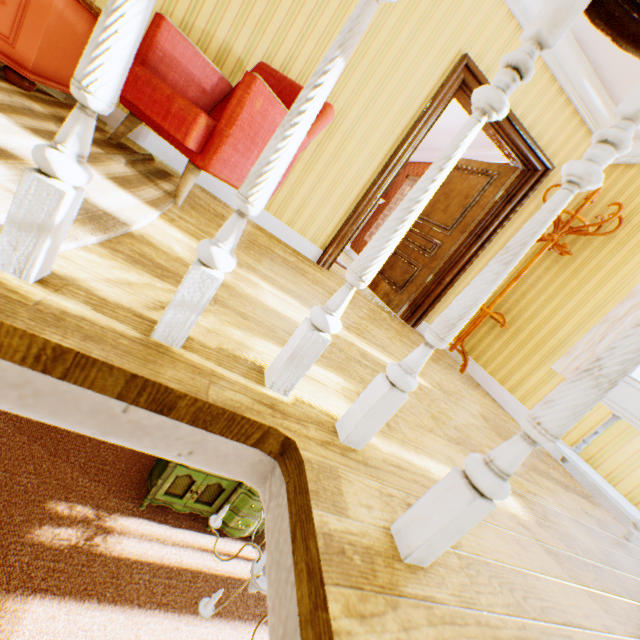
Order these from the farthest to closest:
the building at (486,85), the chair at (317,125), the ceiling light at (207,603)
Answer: the chair at (317,125), the ceiling light at (207,603), the building at (486,85)

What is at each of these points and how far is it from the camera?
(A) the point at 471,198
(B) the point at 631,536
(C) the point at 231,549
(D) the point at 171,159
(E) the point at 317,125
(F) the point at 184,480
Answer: (A) childactor, 4.1m
(B) cabinet, 1.9m
(C) building, 4.1m
(D) building, 3.0m
(E) chair, 2.4m
(F) cabinet, 3.8m

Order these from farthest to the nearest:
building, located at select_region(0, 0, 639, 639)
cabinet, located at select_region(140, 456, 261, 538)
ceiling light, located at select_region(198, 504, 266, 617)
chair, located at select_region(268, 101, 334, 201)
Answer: cabinet, located at select_region(140, 456, 261, 538), chair, located at select_region(268, 101, 334, 201), ceiling light, located at select_region(198, 504, 266, 617), building, located at select_region(0, 0, 639, 639)

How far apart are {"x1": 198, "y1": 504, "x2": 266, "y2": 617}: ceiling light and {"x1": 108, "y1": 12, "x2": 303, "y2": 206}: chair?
1.84m

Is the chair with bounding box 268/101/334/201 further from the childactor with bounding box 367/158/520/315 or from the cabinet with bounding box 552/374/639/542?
the cabinet with bounding box 552/374/639/542

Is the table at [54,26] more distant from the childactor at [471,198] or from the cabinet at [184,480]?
the childactor at [471,198]

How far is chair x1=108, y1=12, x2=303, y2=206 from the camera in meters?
1.8 m

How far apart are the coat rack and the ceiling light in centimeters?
230cm
